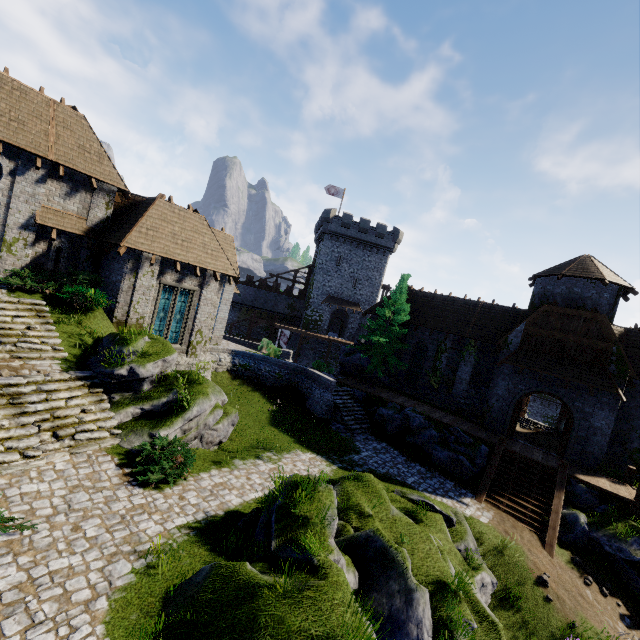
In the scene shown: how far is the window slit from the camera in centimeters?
1603cm

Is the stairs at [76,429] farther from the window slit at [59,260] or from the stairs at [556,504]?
the stairs at [556,504]

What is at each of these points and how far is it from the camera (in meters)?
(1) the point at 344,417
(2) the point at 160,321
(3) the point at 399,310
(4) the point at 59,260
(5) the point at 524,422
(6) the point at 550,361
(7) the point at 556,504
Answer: (1) stairs, 21.06
(2) window glass, 18.39
(3) tree, 26.06
(4) window slit, 16.41
(5) stairs, 29.62
(6) awning, 19.88
(7) stairs, 15.40

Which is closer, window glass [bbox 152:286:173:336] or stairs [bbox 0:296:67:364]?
stairs [bbox 0:296:67:364]

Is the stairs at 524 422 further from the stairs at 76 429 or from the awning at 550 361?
the stairs at 76 429

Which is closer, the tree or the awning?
the awning

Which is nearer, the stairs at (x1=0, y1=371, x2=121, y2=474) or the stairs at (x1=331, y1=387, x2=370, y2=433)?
the stairs at (x1=0, y1=371, x2=121, y2=474)

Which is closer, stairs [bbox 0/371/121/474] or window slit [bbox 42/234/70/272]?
stairs [bbox 0/371/121/474]
